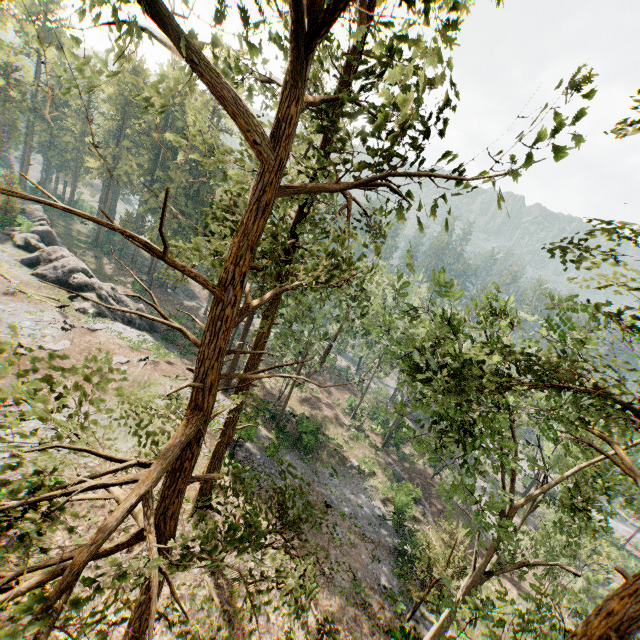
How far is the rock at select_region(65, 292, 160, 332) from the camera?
31.2m

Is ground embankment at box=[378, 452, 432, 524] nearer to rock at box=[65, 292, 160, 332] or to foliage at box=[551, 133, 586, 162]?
foliage at box=[551, 133, 586, 162]

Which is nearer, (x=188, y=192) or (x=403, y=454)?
(x=403, y=454)

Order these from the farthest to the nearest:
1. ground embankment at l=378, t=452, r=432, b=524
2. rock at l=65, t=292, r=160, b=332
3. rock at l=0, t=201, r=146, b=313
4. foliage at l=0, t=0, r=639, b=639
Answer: rock at l=0, t=201, r=146, b=313
rock at l=65, t=292, r=160, b=332
ground embankment at l=378, t=452, r=432, b=524
foliage at l=0, t=0, r=639, b=639

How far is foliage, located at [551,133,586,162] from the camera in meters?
3.4

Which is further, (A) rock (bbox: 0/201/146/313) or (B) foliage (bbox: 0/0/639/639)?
(A) rock (bbox: 0/201/146/313)

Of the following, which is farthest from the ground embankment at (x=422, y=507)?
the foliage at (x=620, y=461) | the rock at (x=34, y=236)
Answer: the rock at (x=34, y=236)
